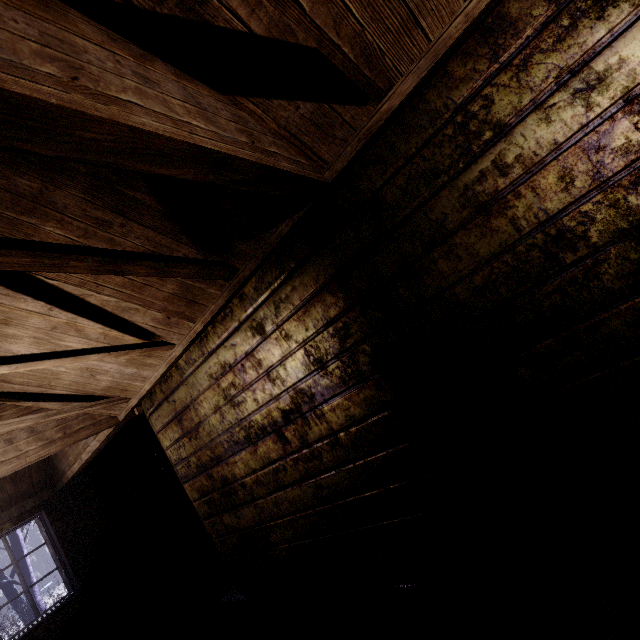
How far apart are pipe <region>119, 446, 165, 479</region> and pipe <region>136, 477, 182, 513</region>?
0.4 meters

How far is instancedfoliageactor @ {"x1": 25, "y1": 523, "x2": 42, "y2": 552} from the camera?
15.73m

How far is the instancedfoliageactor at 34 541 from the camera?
15.73m

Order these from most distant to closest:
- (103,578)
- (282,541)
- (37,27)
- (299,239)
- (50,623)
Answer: (103,578)
(50,623)
(282,541)
(299,239)
(37,27)

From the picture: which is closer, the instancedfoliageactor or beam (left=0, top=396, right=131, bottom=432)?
beam (left=0, top=396, right=131, bottom=432)

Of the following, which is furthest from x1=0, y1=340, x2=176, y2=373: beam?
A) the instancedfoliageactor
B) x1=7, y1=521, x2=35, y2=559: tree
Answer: the instancedfoliageactor

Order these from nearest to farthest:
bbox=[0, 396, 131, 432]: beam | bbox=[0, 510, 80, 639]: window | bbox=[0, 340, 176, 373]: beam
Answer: bbox=[0, 340, 176, 373]: beam, bbox=[0, 396, 131, 432]: beam, bbox=[0, 510, 80, 639]: window

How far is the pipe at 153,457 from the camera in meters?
5.7
